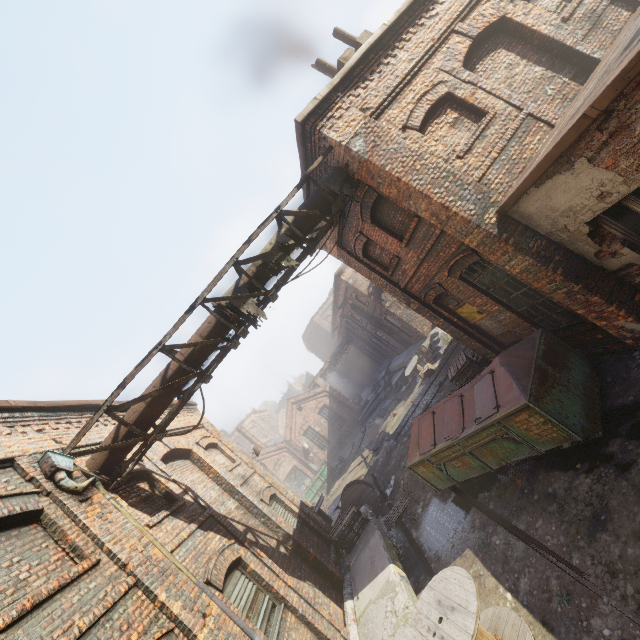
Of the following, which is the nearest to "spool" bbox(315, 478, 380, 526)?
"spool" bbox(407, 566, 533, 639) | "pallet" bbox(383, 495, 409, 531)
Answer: "pallet" bbox(383, 495, 409, 531)

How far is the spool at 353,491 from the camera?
12.5 meters

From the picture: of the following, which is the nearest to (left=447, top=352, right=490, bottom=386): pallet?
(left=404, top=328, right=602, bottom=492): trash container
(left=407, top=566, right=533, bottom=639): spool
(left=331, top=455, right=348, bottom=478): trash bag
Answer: (left=404, top=328, right=602, bottom=492): trash container

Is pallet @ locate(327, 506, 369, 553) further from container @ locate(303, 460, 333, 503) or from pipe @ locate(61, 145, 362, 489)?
container @ locate(303, 460, 333, 503)

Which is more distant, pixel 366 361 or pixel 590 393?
pixel 366 361

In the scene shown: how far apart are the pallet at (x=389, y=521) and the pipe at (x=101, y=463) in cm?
827

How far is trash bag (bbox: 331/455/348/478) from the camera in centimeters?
2495cm

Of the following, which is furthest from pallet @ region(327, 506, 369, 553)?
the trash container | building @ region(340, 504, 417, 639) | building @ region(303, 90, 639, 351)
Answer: building @ region(303, 90, 639, 351)
